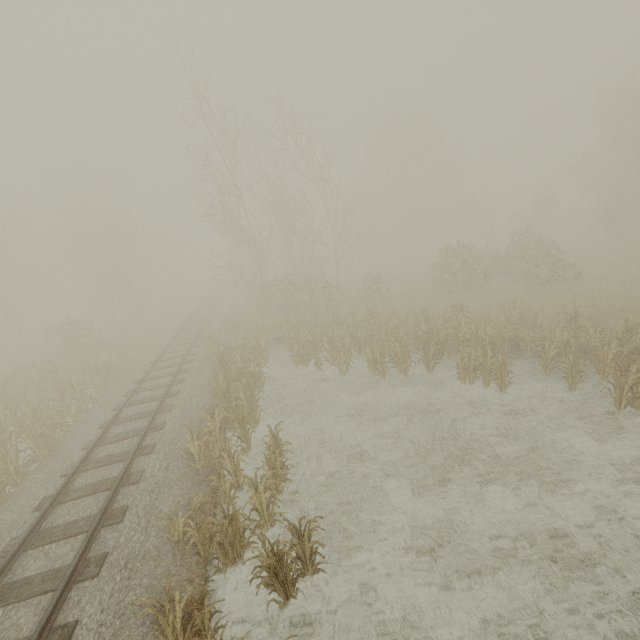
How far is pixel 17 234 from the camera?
33.2m
